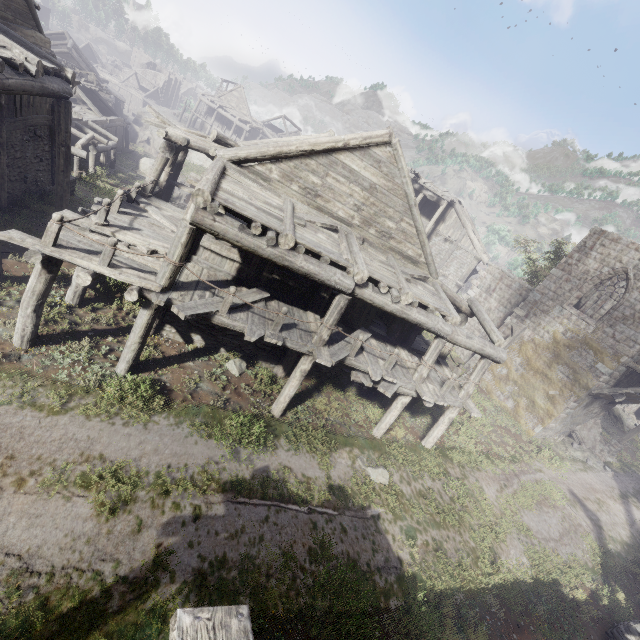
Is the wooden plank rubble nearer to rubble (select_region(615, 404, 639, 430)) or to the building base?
rubble (select_region(615, 404, 639, 430))

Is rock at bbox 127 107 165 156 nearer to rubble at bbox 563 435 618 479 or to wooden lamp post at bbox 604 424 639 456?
rubble at bbox 563 435 618 479

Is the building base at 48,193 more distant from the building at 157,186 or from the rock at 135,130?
the rock at 135,130

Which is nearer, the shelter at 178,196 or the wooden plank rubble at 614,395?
the wooden plank rubble at 614,395

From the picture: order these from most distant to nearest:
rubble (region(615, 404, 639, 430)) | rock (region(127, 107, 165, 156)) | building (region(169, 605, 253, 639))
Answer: rock (region(127, 107, 165, 156)) < rubble (region(615, 404, 639, 430)) < building (region(169, 605, 253, 639))

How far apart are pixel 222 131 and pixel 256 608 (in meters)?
54.46

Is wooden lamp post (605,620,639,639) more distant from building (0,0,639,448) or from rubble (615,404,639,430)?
rubble (615,404,639,430)

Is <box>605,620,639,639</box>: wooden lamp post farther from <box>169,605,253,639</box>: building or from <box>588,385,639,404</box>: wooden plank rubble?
<box>588,385,639,404</box>: wooden plank rubble
